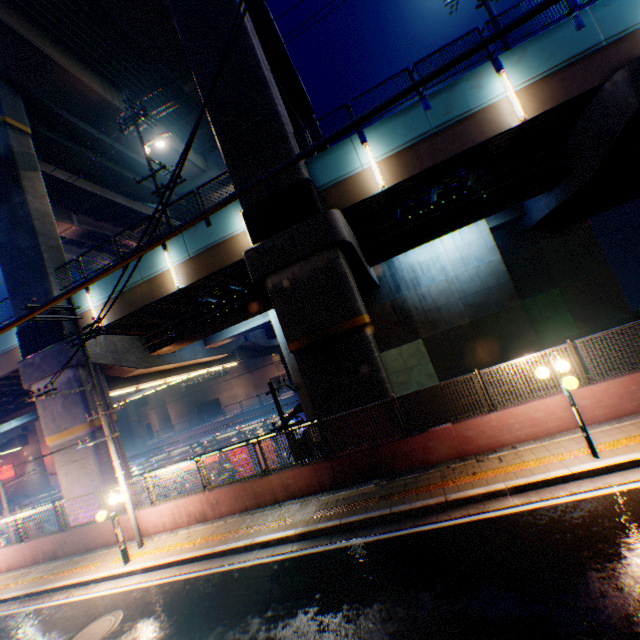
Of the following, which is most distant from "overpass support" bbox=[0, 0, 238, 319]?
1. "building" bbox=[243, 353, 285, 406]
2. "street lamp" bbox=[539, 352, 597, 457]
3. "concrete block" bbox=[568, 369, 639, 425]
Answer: "building" bbox=[243, 353, 285, 406]

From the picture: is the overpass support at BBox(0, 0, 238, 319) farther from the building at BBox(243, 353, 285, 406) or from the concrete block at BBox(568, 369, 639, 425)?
the building at BBox(243, 353, 285, 406)

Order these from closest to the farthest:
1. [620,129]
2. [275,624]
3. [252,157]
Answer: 1. [275,624]
2. [620,129]
3. [252,157]

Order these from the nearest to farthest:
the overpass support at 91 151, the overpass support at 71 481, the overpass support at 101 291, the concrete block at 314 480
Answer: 1. the concrete block at 314 480
2. the overpass support at 71 481
3. the overpass support at 101 291
4. the overpass support at 91 151

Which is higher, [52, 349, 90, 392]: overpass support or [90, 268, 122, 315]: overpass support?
[90, 268, 122, 315]: overpass support

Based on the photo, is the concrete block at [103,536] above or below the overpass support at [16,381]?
below

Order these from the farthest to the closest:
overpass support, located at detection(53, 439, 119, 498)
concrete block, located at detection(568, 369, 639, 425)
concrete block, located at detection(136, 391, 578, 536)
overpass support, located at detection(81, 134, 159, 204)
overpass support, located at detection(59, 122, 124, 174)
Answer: overpass support, located at detection(81, 134, 159, 204) → overpass support, located at detection(59, 122, 124, 174) → overpass support, located at detection(53, 439, 119, 498) → concrete block, located at detection(136, 391, 578, 536) → concrete block, located at detection(568, 369, 639, 425)
